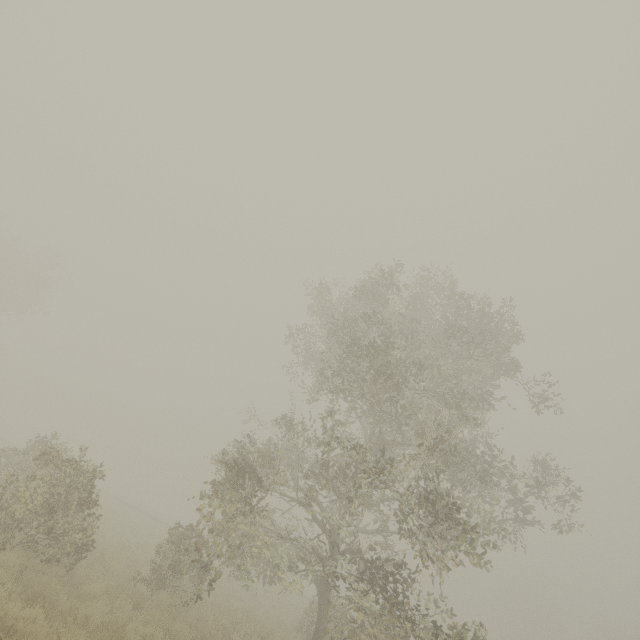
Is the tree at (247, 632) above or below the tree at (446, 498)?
below

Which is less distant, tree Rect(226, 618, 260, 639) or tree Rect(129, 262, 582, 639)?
tree Rect(129, 262, 582, 639)

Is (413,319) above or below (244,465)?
above

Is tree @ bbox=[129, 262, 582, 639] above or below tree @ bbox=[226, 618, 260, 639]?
above

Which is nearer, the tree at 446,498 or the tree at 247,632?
the tree at 446,498
